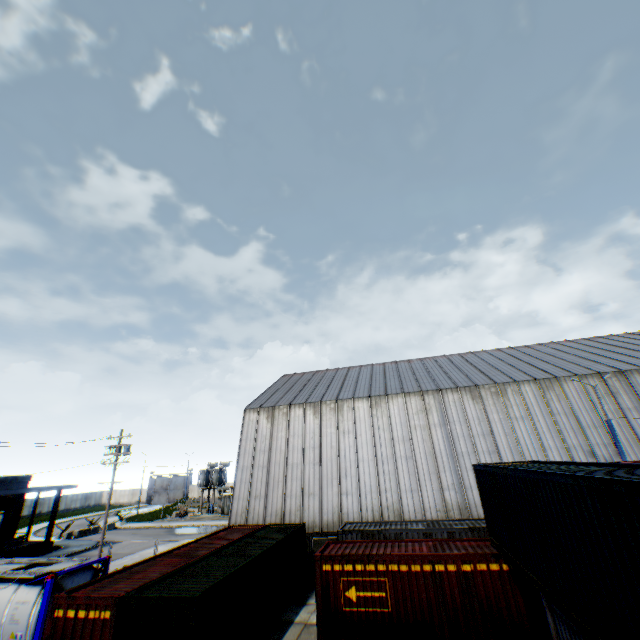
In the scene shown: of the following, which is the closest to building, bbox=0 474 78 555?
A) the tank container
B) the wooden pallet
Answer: the wooden pallet

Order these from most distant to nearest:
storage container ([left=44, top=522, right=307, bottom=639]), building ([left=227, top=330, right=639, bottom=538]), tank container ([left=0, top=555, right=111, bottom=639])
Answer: building ([left=227, top=330, right=639, bottom=538]) → tank container ([left=0, top=555, right=111, bottom=639]) → storage container ([left=44, top=522, right=307, bottom=639])

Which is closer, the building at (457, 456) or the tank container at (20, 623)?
the tank container at (20, 623)

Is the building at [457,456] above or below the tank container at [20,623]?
above

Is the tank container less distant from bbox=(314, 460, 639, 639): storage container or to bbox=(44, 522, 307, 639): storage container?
bbox=(44, 522, 307, 639): storage container

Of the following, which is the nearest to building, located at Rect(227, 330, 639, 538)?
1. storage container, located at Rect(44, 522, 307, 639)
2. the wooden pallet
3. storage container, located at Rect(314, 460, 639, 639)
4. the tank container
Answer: storage container, located at Rect(44, 522, 307, 639)

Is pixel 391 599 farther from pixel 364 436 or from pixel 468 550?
pixel 364 436

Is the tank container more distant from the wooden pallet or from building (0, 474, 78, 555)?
the wooden pallet
